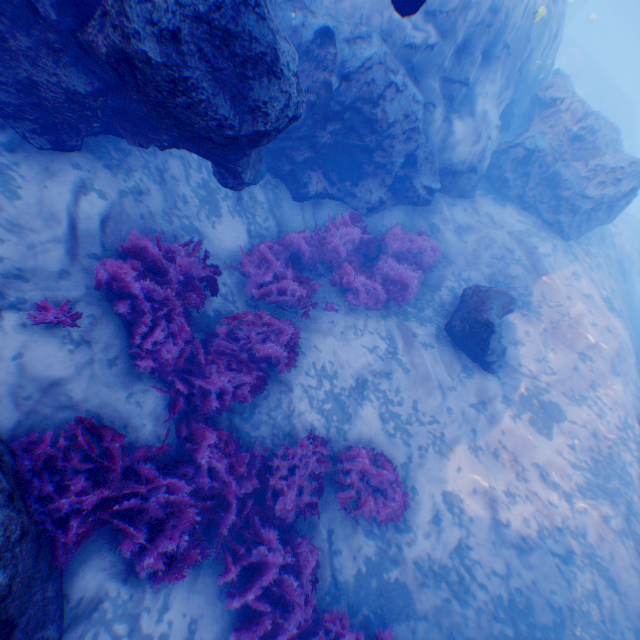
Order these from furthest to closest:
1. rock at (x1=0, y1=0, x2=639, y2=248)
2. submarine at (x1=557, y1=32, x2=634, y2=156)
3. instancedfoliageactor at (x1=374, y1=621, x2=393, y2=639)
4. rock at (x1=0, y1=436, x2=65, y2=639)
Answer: submarine at (x1=557, y1=32, x2=634, y2=156) < instancedfoliageactor at (x1=374, y1=621, x2=393, y2=639) < rock at (x1=0, y1=0, x2=639, y2=248) < rock at (x1=0, y1=436, x2=65, y2=639)

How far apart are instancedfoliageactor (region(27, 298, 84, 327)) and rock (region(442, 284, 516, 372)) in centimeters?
715cm

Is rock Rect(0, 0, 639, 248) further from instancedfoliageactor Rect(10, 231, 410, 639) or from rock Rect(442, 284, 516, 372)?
rock Rect(442, 284, 516, 372)

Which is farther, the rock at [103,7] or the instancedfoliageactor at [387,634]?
the instancedfoliageactor at [387,634]

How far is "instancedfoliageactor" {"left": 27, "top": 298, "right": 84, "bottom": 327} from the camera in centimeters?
376cm

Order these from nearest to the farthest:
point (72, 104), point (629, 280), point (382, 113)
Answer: point (72, 104) < point (382, 113) < point (629, 280)

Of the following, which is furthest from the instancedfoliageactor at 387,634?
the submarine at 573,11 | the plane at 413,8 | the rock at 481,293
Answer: the submarine at 573,11

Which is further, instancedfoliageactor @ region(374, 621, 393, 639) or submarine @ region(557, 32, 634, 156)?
submarine @ region(557, 32, 634, 156)
